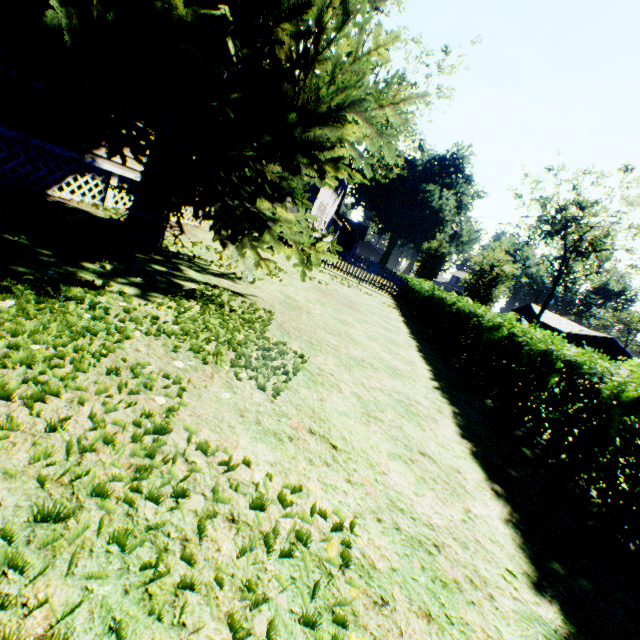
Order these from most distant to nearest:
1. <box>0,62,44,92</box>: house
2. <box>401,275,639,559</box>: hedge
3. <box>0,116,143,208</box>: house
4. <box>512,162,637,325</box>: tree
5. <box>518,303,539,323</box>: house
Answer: <box>518,303,539,323</box>: house, <box>512,162,637,325</box>: tree, <box>0,116,143,208</box>: house, <box>0,62,44,92</box>: house, <box>401,275,639,559</box>: hedge

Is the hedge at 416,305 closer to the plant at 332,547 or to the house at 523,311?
the plant at 332,547

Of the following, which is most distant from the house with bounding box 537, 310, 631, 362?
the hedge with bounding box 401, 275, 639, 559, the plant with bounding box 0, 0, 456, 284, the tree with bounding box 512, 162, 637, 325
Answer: the hedge with bounding box 401, 275, 639, 559

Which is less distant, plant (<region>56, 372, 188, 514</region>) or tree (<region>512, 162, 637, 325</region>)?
plant (<region>56, 372, 188, 514</region>)

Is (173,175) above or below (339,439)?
above

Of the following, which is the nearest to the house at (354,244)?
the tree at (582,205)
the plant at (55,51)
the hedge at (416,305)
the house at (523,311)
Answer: the plant at (55,51)

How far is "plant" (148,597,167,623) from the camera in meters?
1.3

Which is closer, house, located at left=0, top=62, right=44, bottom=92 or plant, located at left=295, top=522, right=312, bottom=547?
plant, located at left=295, top=522, right=312, bottom=547
